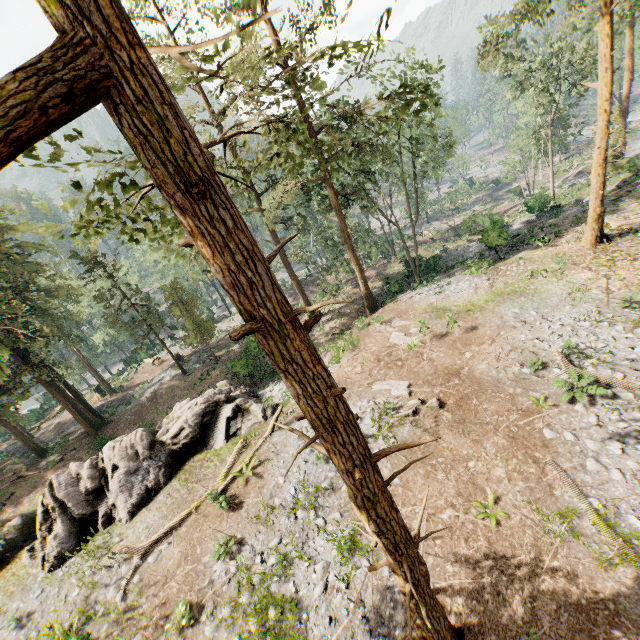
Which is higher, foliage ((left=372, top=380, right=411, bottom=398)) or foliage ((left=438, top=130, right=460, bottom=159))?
foliage ((left=438, top=130, right=460, bottom=159))

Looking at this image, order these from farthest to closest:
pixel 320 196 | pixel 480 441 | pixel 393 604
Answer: pixel 320 196 < pixel 480 441 < pixel 393 604

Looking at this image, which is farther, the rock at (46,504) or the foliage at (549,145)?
the foliage at (549,145)

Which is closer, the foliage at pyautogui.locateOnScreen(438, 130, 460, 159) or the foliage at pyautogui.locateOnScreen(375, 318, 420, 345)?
the foliage at pyautogui.locateOnScreen(375, 318, 420, 345)

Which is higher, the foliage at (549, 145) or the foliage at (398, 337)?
the foliage at (549, 145)

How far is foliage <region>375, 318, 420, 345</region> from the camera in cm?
1896

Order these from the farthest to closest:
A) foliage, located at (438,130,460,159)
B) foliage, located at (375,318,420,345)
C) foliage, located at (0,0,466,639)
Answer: foliage, located at (438,130,460,159) → foliage, located at (375,318,420,345) → foliage, located at (0,0,466,639)
